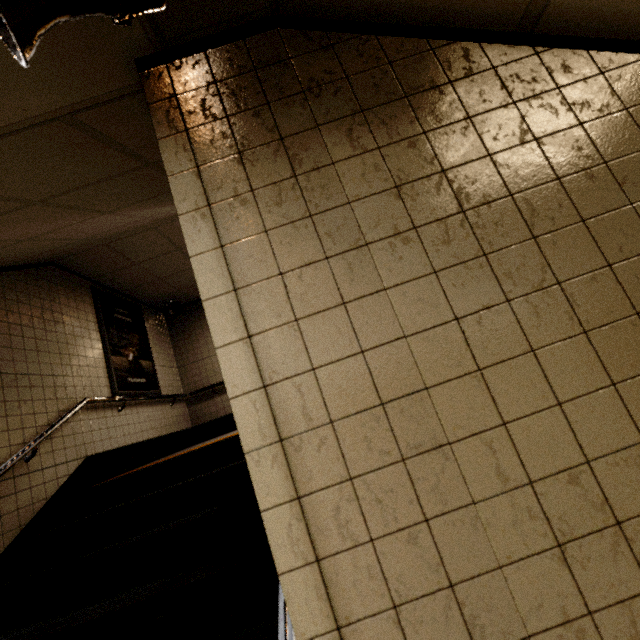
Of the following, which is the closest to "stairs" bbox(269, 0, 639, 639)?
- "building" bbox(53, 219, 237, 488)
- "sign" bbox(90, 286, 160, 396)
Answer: "building" bbox(53, 219, 237, 488)

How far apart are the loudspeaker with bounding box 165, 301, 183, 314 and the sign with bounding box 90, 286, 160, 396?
0.5m

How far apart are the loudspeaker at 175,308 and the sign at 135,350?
0.5 meters

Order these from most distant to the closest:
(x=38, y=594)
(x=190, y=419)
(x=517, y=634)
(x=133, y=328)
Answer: (x=190, y=419) < (x=133, y=328) < (x=38, y=594) < (x=517, y=634)

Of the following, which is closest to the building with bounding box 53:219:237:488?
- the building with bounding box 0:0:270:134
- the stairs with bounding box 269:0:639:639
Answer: the stairs with bounding box 269:0:639:639

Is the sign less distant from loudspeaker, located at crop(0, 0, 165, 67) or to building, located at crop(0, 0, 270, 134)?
building, located at crop(0, 0, 270, 134)

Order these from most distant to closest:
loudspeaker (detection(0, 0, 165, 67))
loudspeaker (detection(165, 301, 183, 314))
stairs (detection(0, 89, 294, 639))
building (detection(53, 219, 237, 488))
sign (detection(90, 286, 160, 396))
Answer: loudspeaker (detection(165, 301, 183, 314)) < sign (detection(90, 286, 160, 396)) < building (detection(53, 219, 237, 488)) < stairs (detection(0, 89, 294, 639)) < loudspeaker (detection(0, 0, 165, 67))

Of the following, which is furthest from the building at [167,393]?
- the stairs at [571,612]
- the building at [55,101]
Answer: the building at [55,101]
